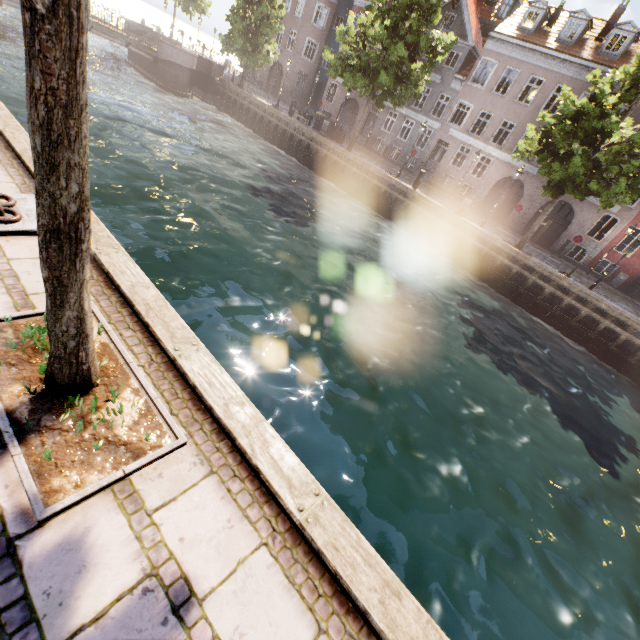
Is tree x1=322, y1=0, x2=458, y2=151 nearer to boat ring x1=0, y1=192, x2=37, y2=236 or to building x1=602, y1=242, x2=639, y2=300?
boat ring x1=0, y1=192, x2=37, y2=236

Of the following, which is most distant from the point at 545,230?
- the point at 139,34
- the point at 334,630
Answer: the point at 139,34

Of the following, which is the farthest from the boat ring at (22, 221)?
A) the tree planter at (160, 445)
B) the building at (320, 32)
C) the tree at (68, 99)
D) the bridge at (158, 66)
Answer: the building at (320, 32)

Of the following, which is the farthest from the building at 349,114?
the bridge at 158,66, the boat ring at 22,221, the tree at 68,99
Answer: the boat ring at 22,221

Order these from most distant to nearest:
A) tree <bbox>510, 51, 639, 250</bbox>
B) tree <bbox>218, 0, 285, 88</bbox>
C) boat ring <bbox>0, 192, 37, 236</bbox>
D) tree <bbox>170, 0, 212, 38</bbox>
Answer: tree <bbox>170, 0, 212, 38</bbox> → tree <bbox>218, 0, 285, 88</bbox> → tree <bbox>510, 51, 639, 250</bbox> → boat ring <bbox>0, 192, 37, 236</bbox>

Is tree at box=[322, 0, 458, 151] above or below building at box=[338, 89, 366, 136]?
above

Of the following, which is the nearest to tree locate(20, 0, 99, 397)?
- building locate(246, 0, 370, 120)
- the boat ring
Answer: the boat ring

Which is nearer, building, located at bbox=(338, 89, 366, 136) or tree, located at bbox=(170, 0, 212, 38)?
building, located at bbox=(338, 89, 366, 136)
